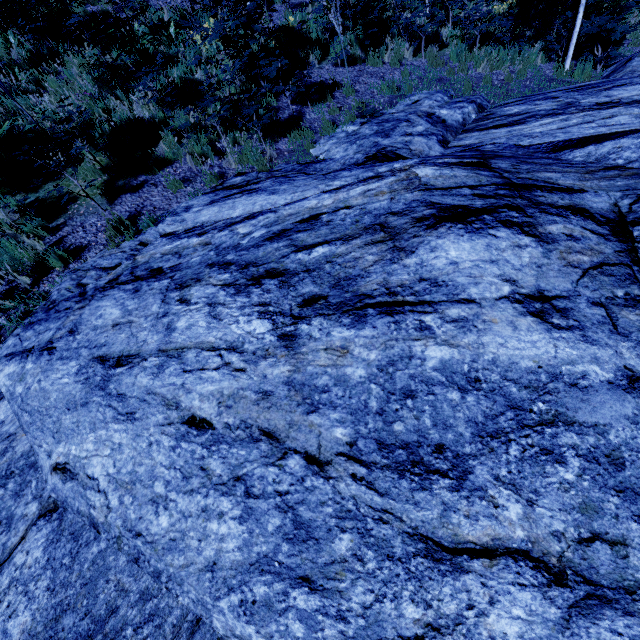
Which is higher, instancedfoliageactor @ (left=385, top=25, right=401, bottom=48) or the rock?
the rock

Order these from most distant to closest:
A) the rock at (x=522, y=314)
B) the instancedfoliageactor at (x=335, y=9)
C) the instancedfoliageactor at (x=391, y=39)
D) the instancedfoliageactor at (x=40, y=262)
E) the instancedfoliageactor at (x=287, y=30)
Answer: the instancedfoliageactor at (x=391, y=39) < the instancedfoliageactor at (x=287, y=30) < the instancedfoliageactor at (x=335, y=9) < the instancedfoliageactor at (x=40, y=262) < the rock at (x=522, y=314)

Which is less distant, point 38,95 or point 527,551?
point 527,551

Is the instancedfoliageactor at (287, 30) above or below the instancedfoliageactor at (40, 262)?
above

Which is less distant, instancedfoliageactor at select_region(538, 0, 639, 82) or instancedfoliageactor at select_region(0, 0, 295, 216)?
instancedfoliageactor at select_region(0, 0, 295, 216)

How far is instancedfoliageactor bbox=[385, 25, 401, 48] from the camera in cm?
928

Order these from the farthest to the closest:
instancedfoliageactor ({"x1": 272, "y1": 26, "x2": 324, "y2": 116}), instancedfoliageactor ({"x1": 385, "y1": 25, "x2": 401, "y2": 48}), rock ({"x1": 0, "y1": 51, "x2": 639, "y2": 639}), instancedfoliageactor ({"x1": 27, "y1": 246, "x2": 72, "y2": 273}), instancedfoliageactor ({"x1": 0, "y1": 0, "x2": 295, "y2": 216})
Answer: instancedfoliageactor ({"x1": 385, "y1": 25, "x2": 401, "y2": 48}), instancedfoliageactor ({"x1": 272, "y1": 26, "x2": 324, "y2": 116}), instancedfoliageactor ({"x1": 0, "y1": 0, "x2": 295, "y2": 216}), instancedfoliageactor ({"x1": 27, "y1": 246, "x2": 72, "y2": 273}), rock ({"x1": 0, "y1": 51, "x2": 639, "y2": 639})
